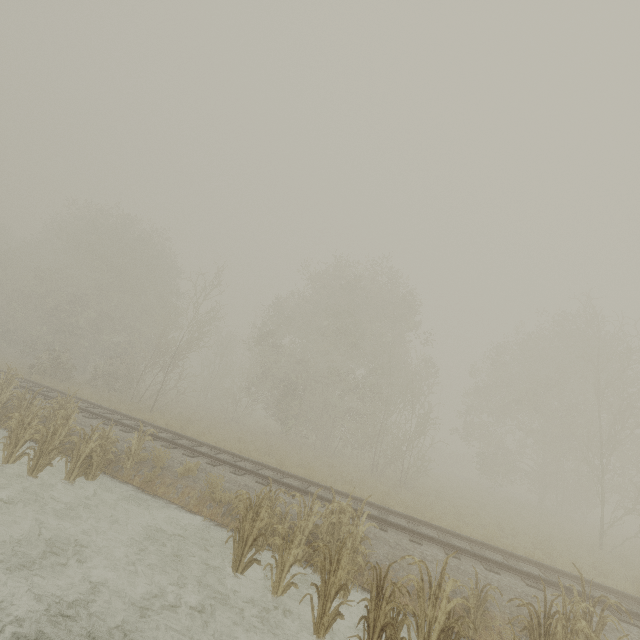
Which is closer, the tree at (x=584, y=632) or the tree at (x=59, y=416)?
the tree at (x=584, y=632)

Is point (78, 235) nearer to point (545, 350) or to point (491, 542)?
point (491, 542)

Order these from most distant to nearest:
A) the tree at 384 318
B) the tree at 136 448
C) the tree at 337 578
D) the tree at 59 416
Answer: the tree at 384 318 < the tree at 136 448 < the tree at 59 416 < the tree at 337 578

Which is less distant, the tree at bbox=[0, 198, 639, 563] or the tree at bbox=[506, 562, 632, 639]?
the tree at bbox=[506, 562, 632, 639]

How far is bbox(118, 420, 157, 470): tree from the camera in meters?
9.8 m

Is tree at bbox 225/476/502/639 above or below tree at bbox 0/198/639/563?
below

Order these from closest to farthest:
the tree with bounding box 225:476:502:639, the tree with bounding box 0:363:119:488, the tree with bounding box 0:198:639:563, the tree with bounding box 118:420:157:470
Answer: the tree with bounding box 225:476:502:639, the tree with bounding box 0:363:119:488, the tree with bounding box 118:420:157:470, the tree with bounding box 0:198:639:563
